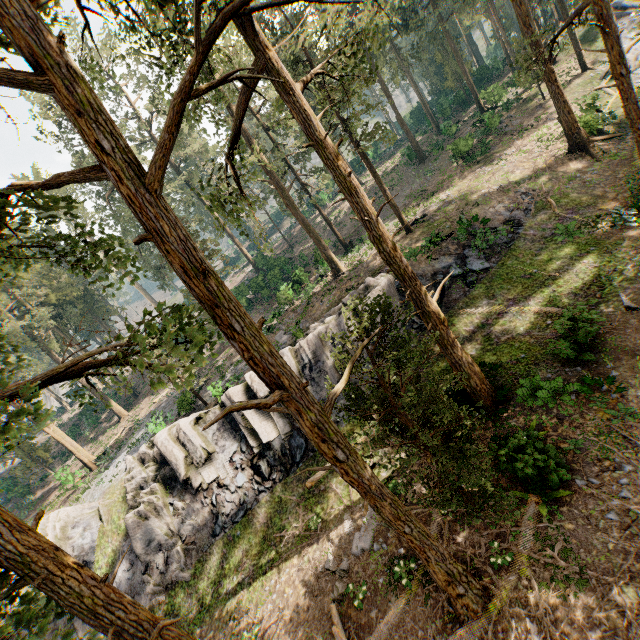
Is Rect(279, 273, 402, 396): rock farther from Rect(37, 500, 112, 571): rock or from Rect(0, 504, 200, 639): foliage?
Rect(0, 504, 200, 639): foliage

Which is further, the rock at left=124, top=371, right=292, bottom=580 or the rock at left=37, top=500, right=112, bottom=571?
the rock at left=37, top=500, right=112, bottom=571

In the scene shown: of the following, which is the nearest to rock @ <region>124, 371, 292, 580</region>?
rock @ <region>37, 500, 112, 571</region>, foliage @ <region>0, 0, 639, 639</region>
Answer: rock @ <region>37, 500, 112, 571</region>

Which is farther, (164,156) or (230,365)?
(230,365)

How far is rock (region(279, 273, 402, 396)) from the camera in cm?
2053

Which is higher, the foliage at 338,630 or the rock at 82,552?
the rock at 82,552

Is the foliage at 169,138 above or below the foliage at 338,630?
above

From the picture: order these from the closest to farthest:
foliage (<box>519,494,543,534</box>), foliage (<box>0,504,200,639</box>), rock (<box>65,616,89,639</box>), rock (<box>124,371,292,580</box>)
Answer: foliage (<box>0,504,200,639</box>), foliage (<box>519,494,543,534</box>), rock (<box>65,616,89,639</box>), rock (<box>124,371,292,580</box>)
